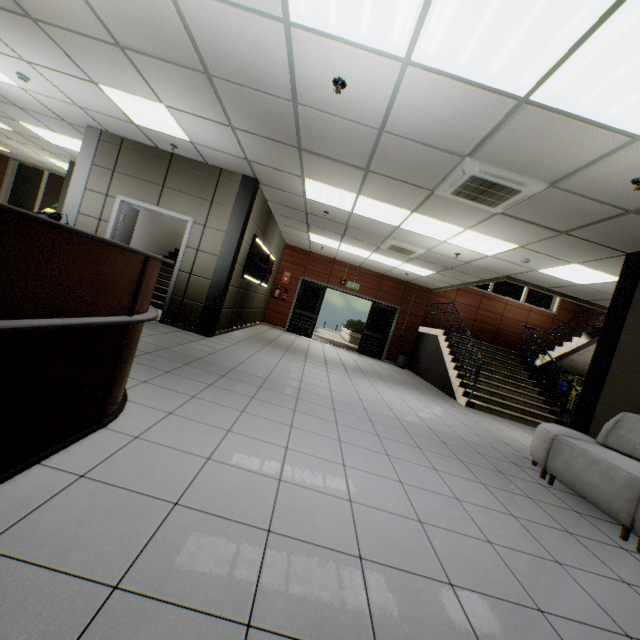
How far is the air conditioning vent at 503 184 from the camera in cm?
361

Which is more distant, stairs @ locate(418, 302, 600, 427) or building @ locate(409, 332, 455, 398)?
building @ locate(409, 332, 455, 398)

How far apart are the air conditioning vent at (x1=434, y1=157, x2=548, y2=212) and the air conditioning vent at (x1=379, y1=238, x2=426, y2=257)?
2.98m

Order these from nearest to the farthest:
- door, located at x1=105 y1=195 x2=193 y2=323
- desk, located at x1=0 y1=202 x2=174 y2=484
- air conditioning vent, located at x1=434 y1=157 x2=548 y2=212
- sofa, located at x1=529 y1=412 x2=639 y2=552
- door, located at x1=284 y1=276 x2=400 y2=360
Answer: desk, located at x1=0 y1=202 x2=174 y2=484 → sofa, located at x1=529 y1=412 x2=639 y2=552 → air conditioning vent, located at x1=434 y1=157 x2=548 y2=212 → door, located at x1=105 y1=195 x2=193 y2=323 → door, located at x1=284 y1=276 x2=400 y2=360

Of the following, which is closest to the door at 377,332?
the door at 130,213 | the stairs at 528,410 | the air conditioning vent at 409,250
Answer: the stairs at 528,410

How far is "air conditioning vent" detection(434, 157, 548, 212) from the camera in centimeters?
361cm

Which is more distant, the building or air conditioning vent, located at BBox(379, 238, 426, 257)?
the building

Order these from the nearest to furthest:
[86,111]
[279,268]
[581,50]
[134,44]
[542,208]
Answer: [581,50]
[134,44]
[542,208]
[86,111]
[279,268]
